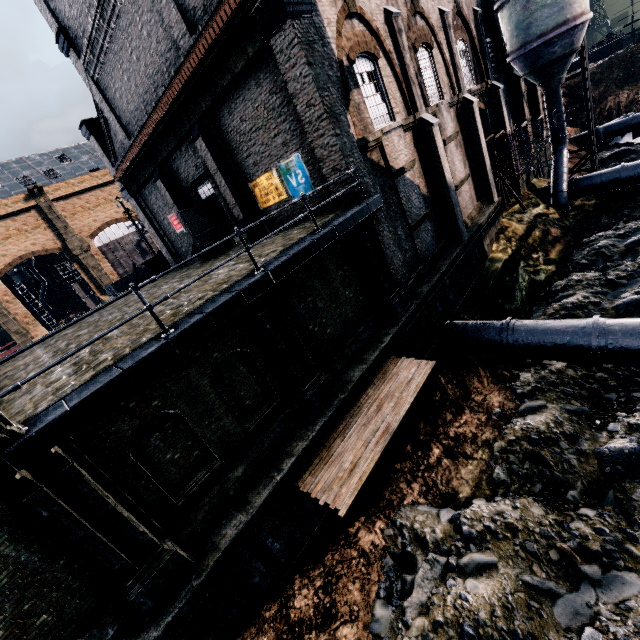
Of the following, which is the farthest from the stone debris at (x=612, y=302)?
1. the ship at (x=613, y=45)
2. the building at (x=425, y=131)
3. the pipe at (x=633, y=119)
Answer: the ship at (x=613, y=45)

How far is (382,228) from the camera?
13.39m

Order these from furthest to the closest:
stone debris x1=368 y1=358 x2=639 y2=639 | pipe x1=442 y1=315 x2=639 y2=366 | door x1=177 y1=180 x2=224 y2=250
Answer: door x1=177 y1=180 x2=224 y2=250 < pipe x1=442 y1=315 x2=639 y2=366 < stone debris x1=368 y1=358 x2=639 y2=639

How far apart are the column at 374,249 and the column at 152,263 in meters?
23.9 m

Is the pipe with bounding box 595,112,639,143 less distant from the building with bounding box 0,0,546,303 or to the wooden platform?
the building with bounding box 0,0,546,303

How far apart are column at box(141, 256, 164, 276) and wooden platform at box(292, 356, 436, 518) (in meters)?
25.36

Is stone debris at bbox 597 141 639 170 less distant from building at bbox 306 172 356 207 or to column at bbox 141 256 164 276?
building at bbox 306 172 356 207

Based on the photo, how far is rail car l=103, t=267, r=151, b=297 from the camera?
40.69m
